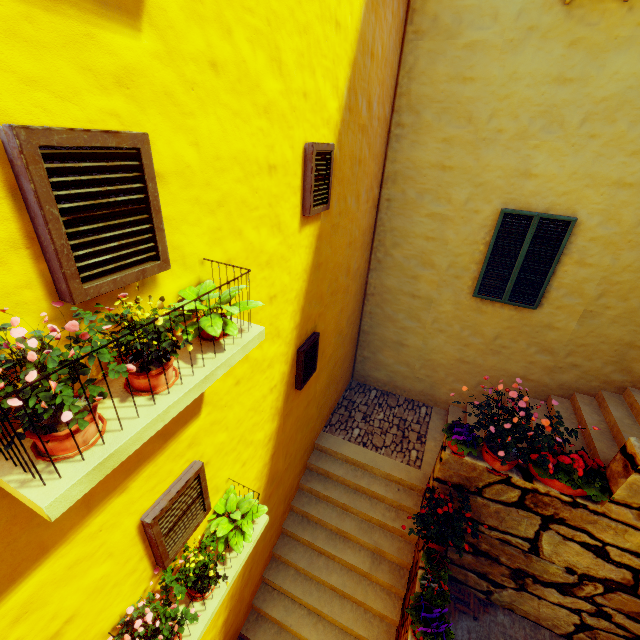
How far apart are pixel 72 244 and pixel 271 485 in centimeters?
451cm

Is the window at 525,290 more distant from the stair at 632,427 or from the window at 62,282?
the window at 62,282

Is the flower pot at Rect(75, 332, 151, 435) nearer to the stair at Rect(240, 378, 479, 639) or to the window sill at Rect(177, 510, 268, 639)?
the window sill at Rect(177, 510, 268, 639)

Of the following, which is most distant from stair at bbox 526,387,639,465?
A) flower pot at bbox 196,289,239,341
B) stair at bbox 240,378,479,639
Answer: flower pot at bbox 196,289,239,341

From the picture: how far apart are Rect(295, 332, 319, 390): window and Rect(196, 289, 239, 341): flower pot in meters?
2.1 m

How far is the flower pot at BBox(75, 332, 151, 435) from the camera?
1.3 meters

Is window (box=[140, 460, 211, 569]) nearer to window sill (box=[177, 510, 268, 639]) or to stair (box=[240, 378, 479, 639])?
window sill (box=[177, 510, 268, 639])

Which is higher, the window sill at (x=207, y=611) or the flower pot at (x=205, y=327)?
the flower pot at (x=205, y=327)
